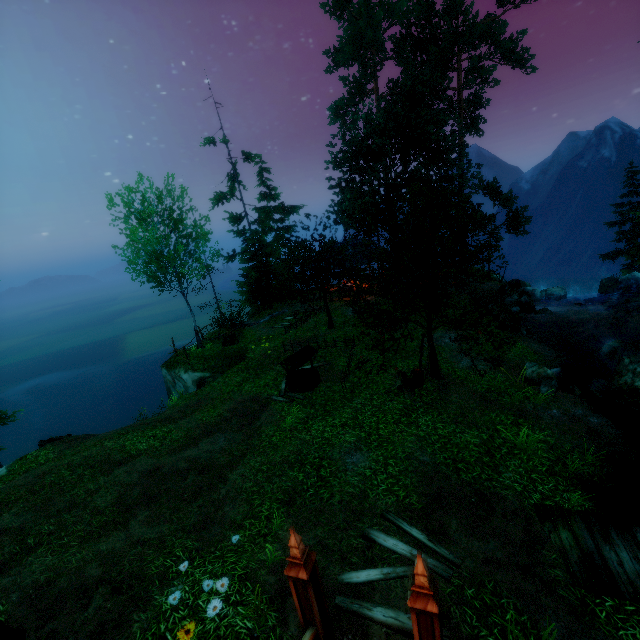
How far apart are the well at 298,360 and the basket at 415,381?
3.95m

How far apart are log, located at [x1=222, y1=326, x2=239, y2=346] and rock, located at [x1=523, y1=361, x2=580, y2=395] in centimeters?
1585cm

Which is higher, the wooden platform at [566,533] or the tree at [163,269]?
the tree at [163,269]

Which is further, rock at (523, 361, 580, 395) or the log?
the log

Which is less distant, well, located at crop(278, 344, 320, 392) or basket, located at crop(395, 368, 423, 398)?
basket, located at crop(395, 368, 423, 398)

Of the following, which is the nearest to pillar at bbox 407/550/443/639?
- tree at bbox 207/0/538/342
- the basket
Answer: tree at bbox 207/0/538/342

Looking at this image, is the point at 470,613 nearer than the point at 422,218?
Yes

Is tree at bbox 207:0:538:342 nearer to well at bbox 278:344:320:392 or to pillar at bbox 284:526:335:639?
well at bbox 278:344:320:392
